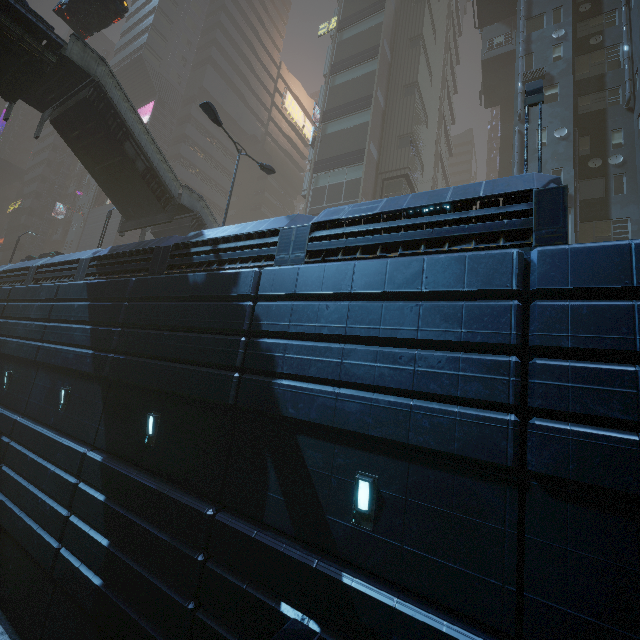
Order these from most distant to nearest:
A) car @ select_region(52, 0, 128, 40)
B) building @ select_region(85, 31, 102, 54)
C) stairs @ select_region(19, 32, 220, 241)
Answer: building @ select_region(85, 31, 102, 54), car @ select_region(52, 0, 128, 40), stairs @ select_region(19, 32, 220, 241)

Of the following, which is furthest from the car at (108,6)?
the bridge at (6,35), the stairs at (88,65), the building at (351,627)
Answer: the building at (351,627)

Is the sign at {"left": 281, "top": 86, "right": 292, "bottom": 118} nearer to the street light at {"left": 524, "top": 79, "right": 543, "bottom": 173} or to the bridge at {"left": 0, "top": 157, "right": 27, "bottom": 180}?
the bridge at {"left": 0, "top": 157, "right": 27, "bottom": 180}

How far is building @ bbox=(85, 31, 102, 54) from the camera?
58.41m

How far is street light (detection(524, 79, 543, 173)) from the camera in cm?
867

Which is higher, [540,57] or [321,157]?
[540,57]

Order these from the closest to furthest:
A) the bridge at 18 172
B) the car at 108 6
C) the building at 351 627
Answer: the building at 351 627 → the car at 108 6 → the bridge at 18 172

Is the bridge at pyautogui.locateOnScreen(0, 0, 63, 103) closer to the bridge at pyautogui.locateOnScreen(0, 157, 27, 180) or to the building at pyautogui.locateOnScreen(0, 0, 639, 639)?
the building at pyautogui.locateOnScreen(0, 0, 639, 639)
